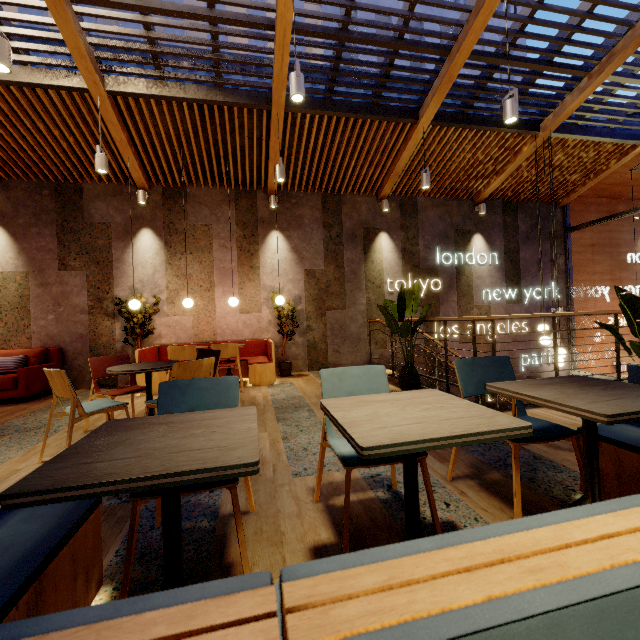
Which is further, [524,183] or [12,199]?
[524,183]

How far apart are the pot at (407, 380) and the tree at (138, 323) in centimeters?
499cm

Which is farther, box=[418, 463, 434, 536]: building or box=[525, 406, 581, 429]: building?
box=[525, 406, 581, 429]: building

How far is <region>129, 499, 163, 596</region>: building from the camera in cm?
145

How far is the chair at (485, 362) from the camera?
2.2m

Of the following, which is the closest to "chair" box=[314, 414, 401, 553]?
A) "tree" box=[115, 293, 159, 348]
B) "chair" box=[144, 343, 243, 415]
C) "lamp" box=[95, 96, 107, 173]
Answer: "chair" box=[144, 343, 243, 415]

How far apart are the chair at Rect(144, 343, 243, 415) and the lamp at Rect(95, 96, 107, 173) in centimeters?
289cm

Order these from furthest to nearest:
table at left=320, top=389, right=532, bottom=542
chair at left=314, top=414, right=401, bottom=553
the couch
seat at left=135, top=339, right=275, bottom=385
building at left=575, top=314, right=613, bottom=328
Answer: building at left=575, top=314, right=613, bottom=328 → seat at left=135, top=339, right=275, bottom=385 → the couch → chair at left=314, top=414, right=401, bottom=553 → table at left=320, top=389, right=532, bottom=542
